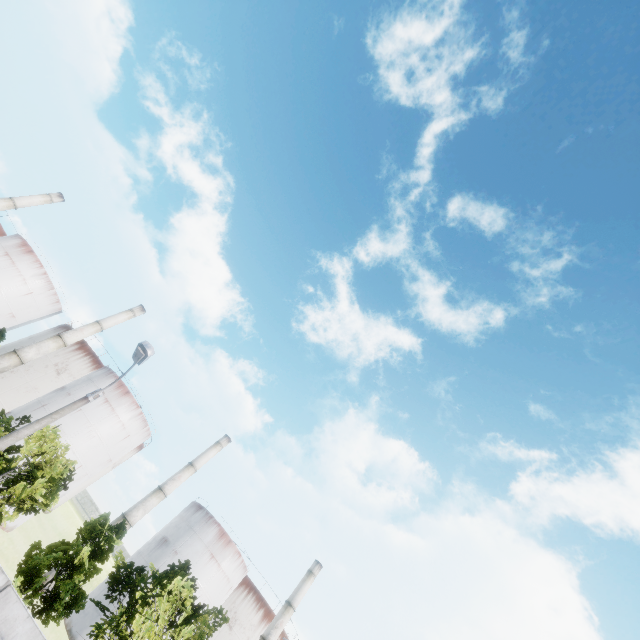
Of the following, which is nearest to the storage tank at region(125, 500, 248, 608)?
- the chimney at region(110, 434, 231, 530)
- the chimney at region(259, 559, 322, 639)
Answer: the chimney at region(110, 434, 231, 530)

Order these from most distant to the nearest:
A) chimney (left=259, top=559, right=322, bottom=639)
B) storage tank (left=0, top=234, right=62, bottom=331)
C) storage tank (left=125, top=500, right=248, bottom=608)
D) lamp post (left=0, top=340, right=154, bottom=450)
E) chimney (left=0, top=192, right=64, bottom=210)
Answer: chimney (left=0, top=192, right=64, bottom=210)
storage tank (left=0, top=234, right=62, bottom=331)
chimney (left=259, top=559, right=322, bottom=639)
storage tank (left=125, top=500, right=248, bottom=608)
lamp post (left=0, top=340, right=154, bottom=450)

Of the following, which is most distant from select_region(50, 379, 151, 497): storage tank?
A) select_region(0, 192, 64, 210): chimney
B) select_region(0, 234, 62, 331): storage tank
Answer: select_region(0, 192, 64, 210): chimney

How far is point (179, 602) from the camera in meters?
19.8 m

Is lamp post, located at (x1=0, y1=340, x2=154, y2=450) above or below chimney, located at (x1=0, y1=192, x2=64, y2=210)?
below

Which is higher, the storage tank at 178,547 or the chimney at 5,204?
the chimney at 5,204

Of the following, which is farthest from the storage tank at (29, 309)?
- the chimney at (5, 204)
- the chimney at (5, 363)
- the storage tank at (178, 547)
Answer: the storage tank at (178, 547)

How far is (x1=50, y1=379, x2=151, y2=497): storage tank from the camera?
40.3 meters
